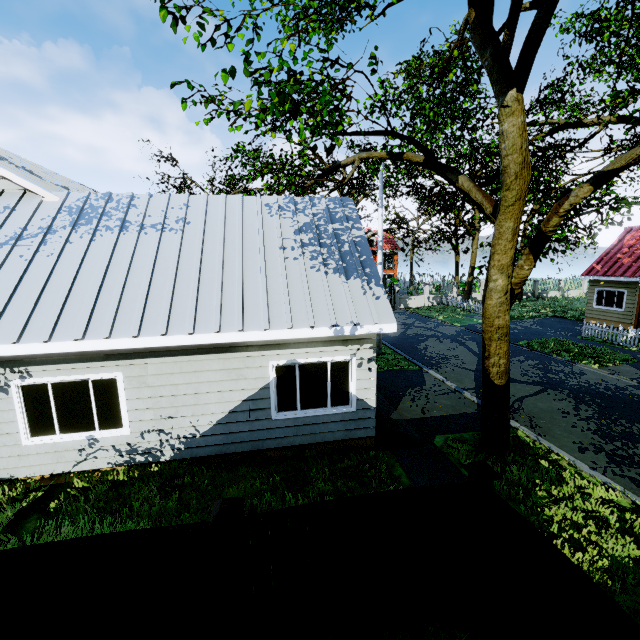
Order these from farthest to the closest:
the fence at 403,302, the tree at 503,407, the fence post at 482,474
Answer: the fence at 403,302, the tree at 503,407, the fence post at 482,474

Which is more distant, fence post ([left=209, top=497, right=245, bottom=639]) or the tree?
the tree

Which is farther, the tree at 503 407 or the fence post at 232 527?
the tree at 503 407

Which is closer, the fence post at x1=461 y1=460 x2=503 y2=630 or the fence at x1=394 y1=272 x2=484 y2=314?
the fence post at x1=461 y1=460 x2=503 y2=630

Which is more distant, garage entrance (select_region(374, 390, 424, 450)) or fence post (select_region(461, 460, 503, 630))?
garage entrance (select_region(374, 390, 424, 450))

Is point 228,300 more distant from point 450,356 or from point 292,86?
point 450,356

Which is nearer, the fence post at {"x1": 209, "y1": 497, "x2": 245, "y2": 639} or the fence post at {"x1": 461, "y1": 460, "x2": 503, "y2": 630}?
the fence post at {"x1": 209, "y1": 497, "x2": 245, "y2": 639}

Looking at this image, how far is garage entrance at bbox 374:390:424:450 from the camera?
8.09m
